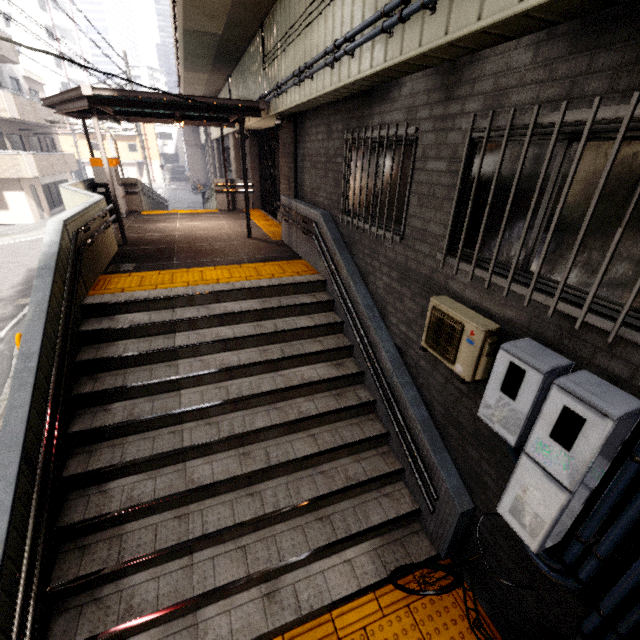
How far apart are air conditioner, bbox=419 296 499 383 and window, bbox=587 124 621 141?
0.5m

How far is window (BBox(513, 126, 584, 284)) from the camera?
2.19m

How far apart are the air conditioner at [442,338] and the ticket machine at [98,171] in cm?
1196

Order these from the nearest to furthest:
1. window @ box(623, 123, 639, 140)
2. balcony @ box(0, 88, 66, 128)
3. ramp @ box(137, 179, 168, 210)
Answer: window @ box(623, 123, 639, 140) < ramp @ box(137, 179, 168, 210) < balcony @ box(0, 88, 66, 128)

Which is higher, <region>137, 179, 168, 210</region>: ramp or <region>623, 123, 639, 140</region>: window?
<region>623, 123, 639, 140</region>: window

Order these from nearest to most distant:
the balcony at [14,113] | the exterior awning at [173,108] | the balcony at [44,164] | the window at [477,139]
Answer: the window at [477,139] → the exterior awning at [173,108] → the balcony at [14,113] → the balcony at [44,164]

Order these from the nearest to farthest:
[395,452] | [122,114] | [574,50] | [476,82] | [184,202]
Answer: [574,50] → [476,82] → [395,452] → [122,114] → [184,202]
